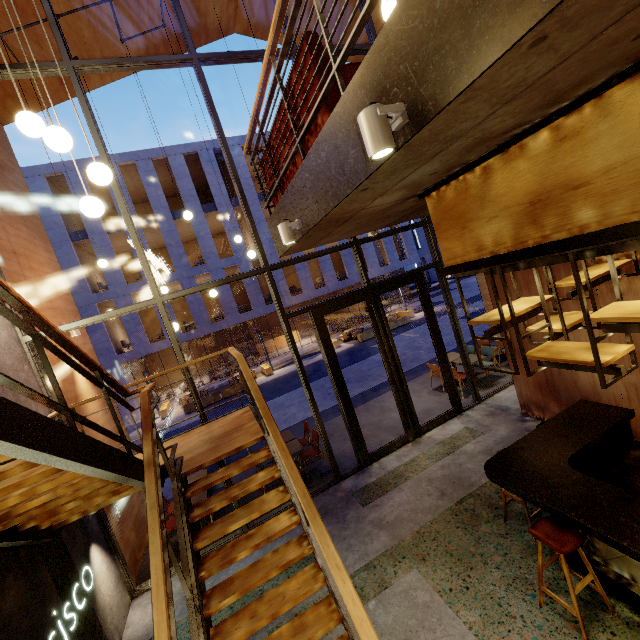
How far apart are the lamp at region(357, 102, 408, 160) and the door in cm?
468

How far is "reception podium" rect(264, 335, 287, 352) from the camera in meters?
28.4

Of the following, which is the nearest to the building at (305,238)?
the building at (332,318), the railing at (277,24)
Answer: the railing at (277,24)

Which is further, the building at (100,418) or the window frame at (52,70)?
the building at (100,418)

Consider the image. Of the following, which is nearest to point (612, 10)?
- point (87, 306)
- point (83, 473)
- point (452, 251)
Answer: point (452, 251)

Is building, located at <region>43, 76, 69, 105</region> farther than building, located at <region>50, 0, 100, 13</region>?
Yes

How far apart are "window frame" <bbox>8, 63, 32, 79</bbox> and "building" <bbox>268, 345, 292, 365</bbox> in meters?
16.8 m

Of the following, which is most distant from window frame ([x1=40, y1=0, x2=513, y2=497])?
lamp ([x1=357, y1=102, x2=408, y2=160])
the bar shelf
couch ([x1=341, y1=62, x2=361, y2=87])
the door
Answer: lamp ([x1=357, y1=102, x2=408, y2=160])
